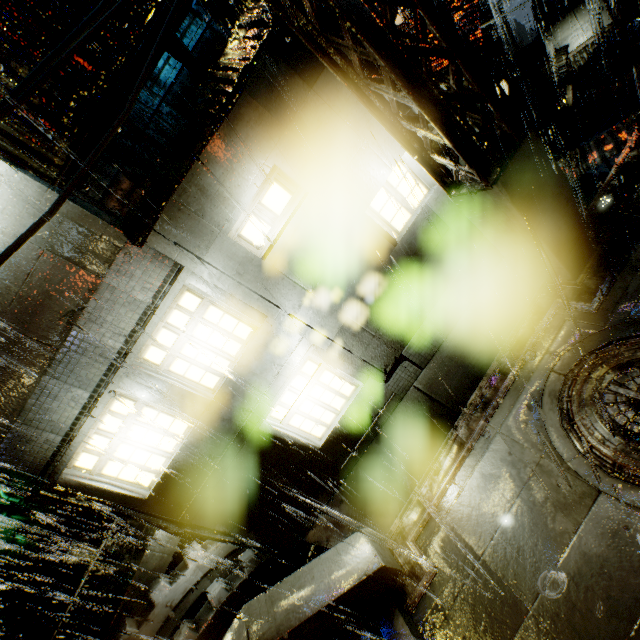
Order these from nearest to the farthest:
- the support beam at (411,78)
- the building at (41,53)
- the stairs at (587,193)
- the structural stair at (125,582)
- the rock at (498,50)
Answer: the support beam at (411,78) → the building at (41,53) → the structural stair at (125,582) → the stairs at (587,193) → the rock at (498,50)

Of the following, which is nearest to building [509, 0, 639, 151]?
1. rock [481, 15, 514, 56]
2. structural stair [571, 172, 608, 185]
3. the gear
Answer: structural stair [571, 172, 608, 185]

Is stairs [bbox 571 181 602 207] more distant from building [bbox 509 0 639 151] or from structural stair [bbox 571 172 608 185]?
building [bbox 509 0 639 151]

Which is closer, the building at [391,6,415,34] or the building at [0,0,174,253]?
the building at [0,0,174,253]

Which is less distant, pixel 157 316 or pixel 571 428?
pixel 571 428

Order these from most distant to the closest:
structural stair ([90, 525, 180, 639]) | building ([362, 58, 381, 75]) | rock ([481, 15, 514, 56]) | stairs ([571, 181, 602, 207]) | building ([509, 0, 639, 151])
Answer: rock ([481, 15, 514, 56]), building ([509, 0, 639, 151]), stairs ([571, 181, 602, 207]), structural stair ([90, 525, 180, 639]), building ([362, 58, 381, 75])

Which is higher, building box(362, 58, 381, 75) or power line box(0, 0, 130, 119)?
power line box(0, 0, 130, 119)

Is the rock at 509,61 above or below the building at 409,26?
below
